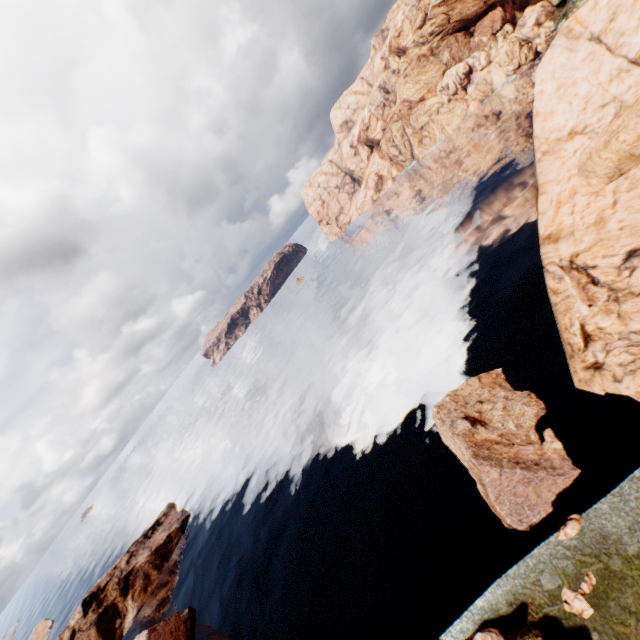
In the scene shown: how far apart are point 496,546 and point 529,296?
24.9 meters

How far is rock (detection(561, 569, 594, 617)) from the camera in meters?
16.7 m

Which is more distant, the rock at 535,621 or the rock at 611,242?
the rock at 611,242

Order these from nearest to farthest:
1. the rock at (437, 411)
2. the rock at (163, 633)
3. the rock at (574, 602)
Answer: the rock at (574, 602), the rock at (437, 411), the rock at (163, 633)

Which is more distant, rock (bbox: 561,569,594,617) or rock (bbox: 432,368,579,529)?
rock (bbox: 432,368,579,529)

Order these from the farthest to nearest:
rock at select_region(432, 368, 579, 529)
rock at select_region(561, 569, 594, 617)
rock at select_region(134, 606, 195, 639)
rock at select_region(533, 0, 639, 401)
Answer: rock at select_region(134, 606, 195, 639) < rock at select_region(432, 368, 579, 529) < rock at select_region(533, 0, 639, 401) < rock at select_region(561, 569, 594, 617)
